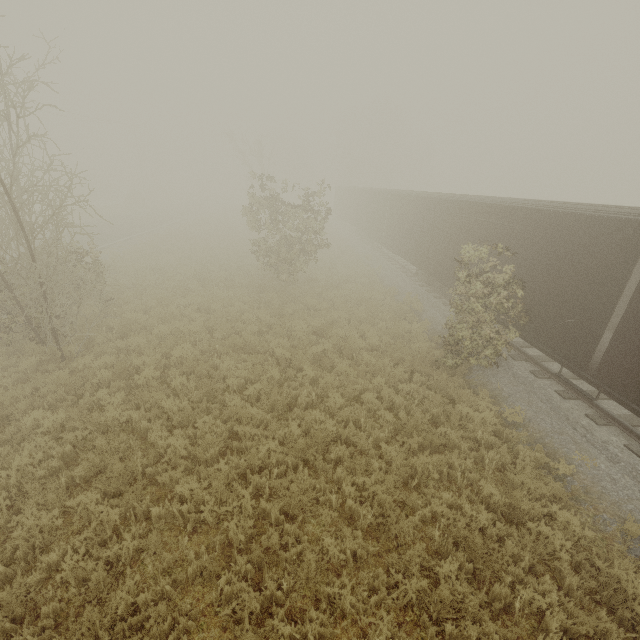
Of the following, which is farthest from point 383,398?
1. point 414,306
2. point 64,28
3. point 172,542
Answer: point 64,28
